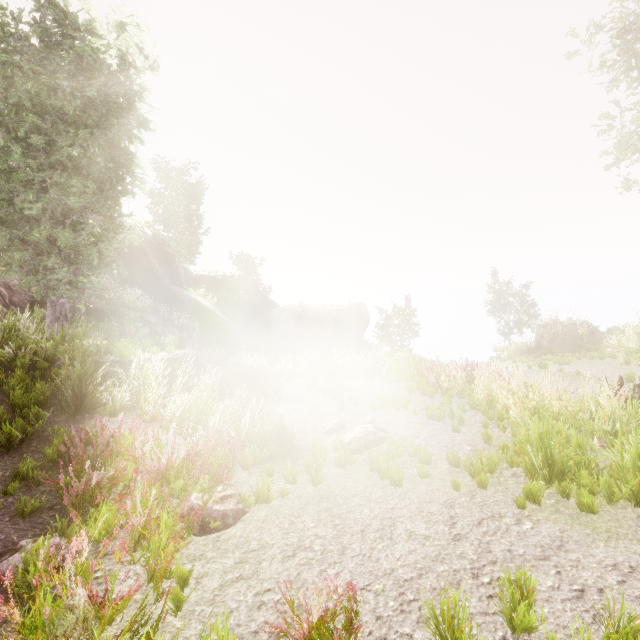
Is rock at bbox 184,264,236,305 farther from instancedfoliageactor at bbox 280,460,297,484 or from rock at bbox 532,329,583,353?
rock at bbox 532,329,583,353

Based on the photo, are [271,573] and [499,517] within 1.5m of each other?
no

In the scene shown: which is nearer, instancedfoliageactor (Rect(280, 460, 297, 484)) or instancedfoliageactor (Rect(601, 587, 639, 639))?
instancedfoliageactor (Rect(601, 587, 639, 639))

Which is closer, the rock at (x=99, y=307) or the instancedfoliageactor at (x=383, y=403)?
the instancedfoliageactor at (x=383, y=403)

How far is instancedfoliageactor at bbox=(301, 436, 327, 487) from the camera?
5.0 meters

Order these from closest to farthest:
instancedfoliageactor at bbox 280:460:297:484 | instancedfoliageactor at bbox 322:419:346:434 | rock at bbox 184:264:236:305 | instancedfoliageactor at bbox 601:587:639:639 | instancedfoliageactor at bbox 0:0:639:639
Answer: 1. instancedfoliageactor at bbox 601:587:639:639
2. instancedfoliageactor at bbox 0:0:639:639
3. instancedfoliageactor at bbox 280:460:297:484
4. instancedfoliageactor at bbox 322:419:346:434
5. rock at bbox 184:264:236:305

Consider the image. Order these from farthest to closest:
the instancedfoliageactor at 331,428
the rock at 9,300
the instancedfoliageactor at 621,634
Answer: the rock at 9,300
the instancedfoliageactor at 331,428
the instancedfoliageactor at 621,634
